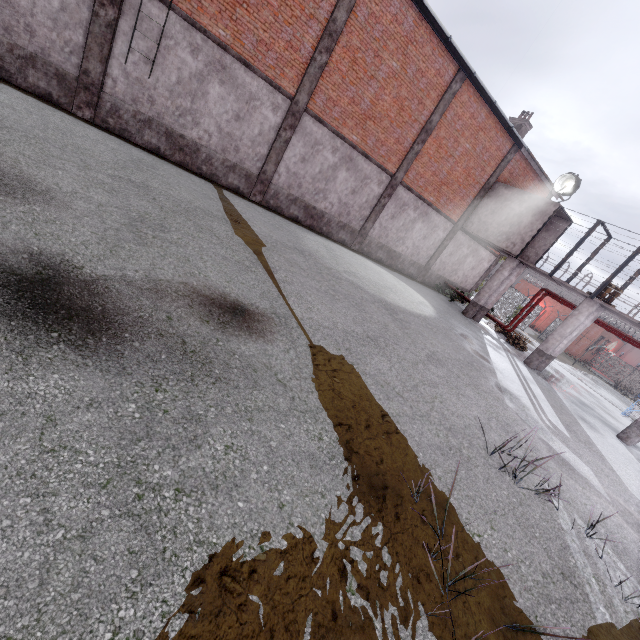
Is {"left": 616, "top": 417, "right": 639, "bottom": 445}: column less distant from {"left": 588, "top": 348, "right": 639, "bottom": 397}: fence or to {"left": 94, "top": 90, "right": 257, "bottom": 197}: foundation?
{"left": 588, "top": 348, "right": 639, "bottom": 397}: fence

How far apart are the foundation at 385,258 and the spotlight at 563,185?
7.3 meters

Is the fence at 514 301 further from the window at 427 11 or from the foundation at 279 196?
the foundation at 279 196

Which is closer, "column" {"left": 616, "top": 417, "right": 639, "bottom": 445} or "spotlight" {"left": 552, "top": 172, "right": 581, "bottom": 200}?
"column" {"left": 616, "top": 417, "right": 639, "bottom": 445}

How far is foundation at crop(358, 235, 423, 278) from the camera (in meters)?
17.52

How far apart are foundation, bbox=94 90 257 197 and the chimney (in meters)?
16.80

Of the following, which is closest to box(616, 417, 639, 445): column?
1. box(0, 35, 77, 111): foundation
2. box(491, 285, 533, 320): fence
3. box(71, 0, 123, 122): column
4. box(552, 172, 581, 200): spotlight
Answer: box(491, 285, 533, 320): fence

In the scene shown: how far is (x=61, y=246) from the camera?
4.1 meters
